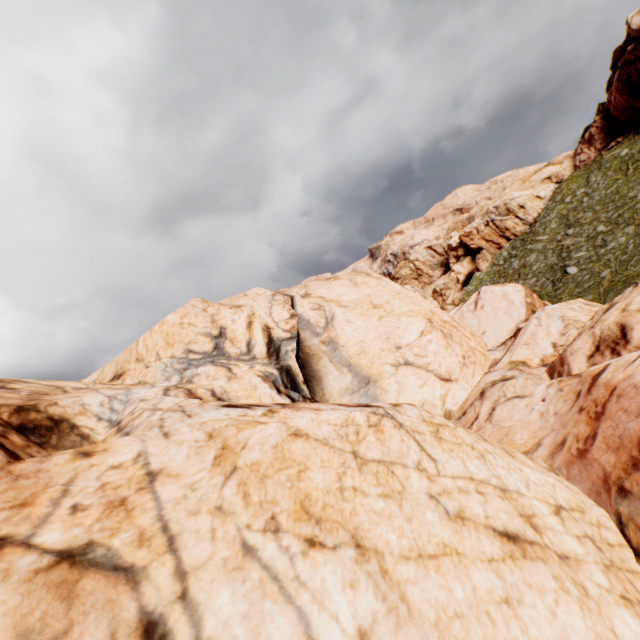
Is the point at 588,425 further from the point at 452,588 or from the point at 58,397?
the point at 58,397
